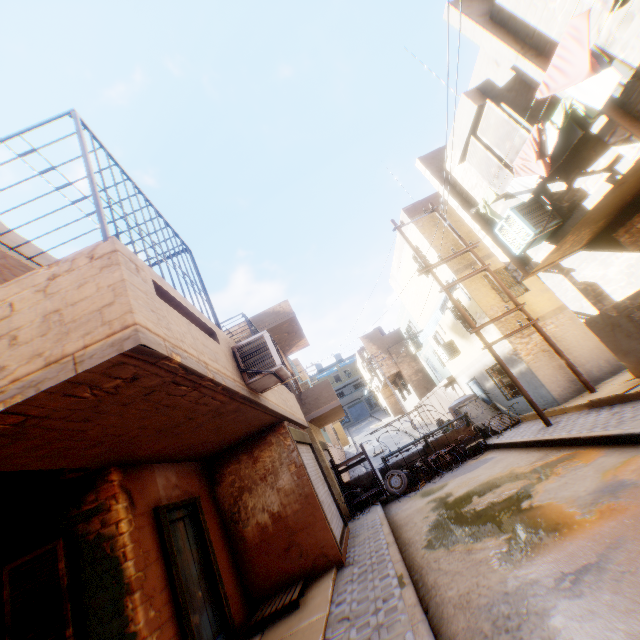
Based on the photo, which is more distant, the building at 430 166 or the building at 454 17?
the building at 430 166

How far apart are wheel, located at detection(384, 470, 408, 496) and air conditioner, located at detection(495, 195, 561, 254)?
9.49m

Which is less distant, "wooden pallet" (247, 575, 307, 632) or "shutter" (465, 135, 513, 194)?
"wooden pallet" (247, 575, 307, 632)

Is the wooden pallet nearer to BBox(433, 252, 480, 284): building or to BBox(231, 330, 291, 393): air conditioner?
BBox(433, 252, 480, 284): building

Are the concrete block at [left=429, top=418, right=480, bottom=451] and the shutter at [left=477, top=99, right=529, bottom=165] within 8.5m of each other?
no

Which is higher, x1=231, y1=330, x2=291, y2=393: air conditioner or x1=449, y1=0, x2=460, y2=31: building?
x1=449, y1=0, x2=460, y2=31: building

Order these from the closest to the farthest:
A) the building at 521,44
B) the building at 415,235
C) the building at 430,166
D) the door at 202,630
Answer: the building at 521,44, the door at 202,630, the building at 430,166, the building at 415,235

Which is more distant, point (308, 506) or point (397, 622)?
point (308, 506)
